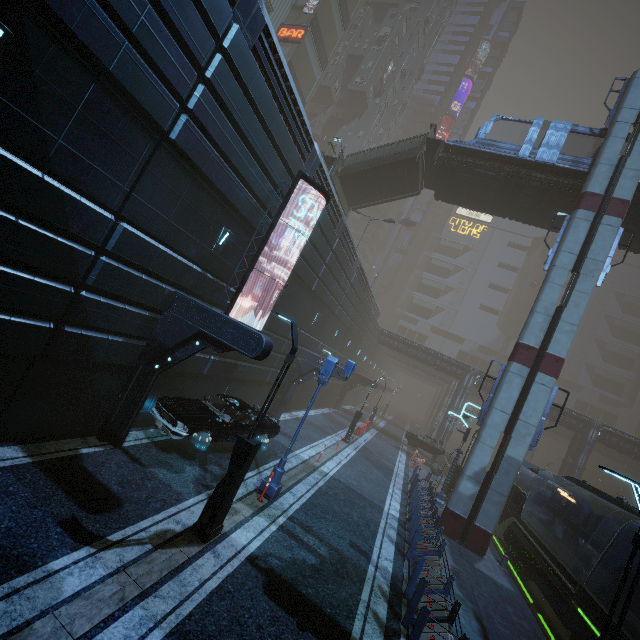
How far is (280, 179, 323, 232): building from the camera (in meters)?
13.76

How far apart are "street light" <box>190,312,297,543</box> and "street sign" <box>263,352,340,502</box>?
2.8 meters

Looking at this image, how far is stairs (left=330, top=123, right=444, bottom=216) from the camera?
22.4m

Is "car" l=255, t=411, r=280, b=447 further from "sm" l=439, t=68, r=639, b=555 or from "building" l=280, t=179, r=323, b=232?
A: "sm" l=439, t=68, r=639, b=555

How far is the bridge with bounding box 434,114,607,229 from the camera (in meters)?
18.98

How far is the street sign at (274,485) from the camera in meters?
10.8 m

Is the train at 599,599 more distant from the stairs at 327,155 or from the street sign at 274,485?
the stairs at 327,155

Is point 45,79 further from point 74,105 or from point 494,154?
point 494,154
